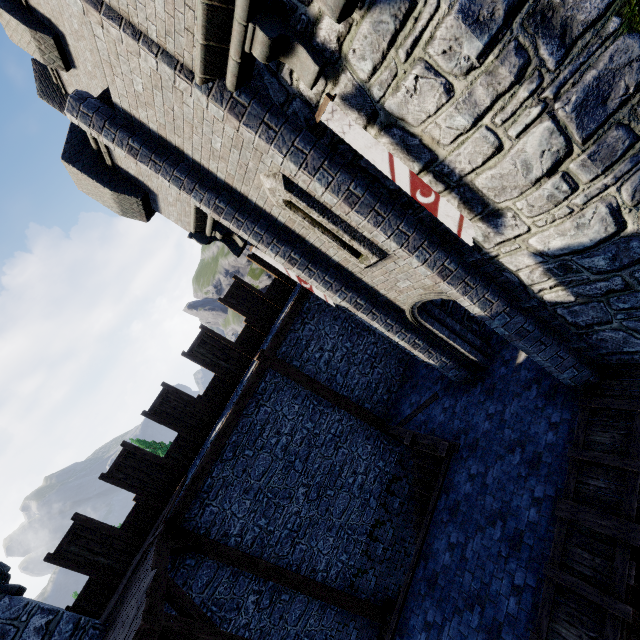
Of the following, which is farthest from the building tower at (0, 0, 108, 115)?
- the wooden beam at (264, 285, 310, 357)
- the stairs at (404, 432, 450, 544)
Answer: the stairs at (404, 432, 450, 544)

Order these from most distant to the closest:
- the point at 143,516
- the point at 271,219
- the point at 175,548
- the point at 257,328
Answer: the point at 257,328
the point at 143,516
the point at 175,548
the point at 271,219

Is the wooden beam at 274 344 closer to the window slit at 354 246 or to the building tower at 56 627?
the window slit at 354 246

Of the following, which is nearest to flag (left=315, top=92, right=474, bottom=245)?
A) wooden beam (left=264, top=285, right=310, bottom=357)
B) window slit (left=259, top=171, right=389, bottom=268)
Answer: window slit (left=259, top=171, right=389, bottom=268)

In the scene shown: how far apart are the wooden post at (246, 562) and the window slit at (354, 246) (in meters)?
8.22

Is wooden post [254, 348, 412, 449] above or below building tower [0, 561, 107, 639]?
below

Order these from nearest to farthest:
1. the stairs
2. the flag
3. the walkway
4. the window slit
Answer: the flag, the walkway, the window slit, the stairs

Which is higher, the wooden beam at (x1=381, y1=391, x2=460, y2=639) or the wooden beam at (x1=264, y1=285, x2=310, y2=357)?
the wooden beam at (x1=264, y1=285, x2=310, y2=357)
